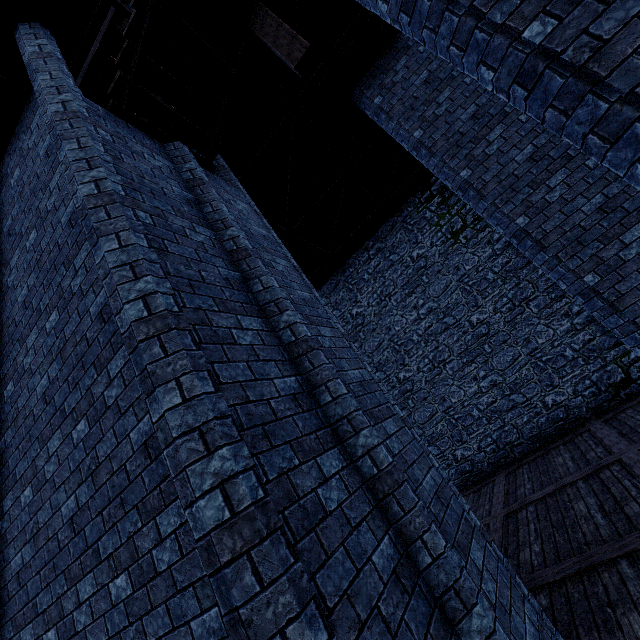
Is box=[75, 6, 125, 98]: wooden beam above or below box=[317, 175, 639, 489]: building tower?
above

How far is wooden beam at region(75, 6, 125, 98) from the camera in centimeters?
881cm

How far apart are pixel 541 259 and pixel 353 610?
6.16m

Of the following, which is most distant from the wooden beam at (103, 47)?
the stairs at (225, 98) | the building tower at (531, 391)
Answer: the stairs at (225, 98)

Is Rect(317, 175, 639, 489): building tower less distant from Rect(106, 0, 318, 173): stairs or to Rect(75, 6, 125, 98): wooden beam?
Rect(75, 6, 125, 98): wooden beam

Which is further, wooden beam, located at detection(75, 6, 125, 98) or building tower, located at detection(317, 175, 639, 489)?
building tower, located at detection(317, 175, 639, 489)

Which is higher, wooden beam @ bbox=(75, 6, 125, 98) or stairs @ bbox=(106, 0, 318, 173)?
wooden beam @ bbox=(75, 6, 125, 98)
